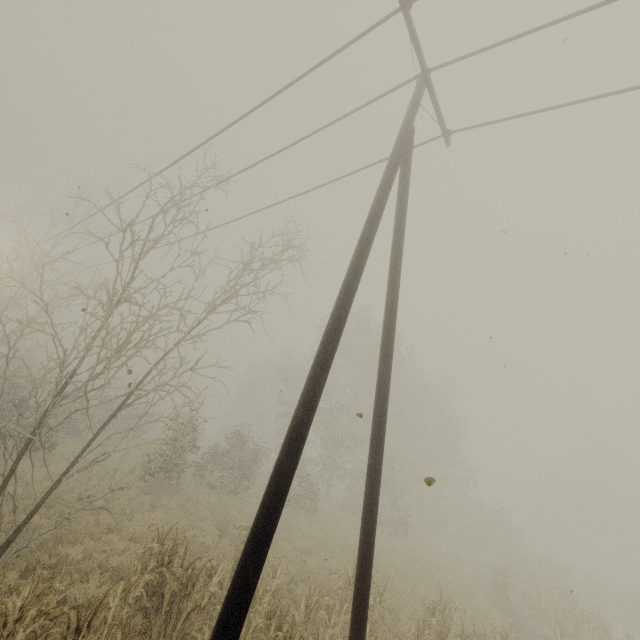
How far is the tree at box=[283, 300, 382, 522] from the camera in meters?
21.8 m

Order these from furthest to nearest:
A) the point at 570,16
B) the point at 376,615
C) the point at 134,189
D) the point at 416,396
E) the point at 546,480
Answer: the point at 546,480
the point at 416,396
the point at 134,189
the point at 376,615
the point at 570,16

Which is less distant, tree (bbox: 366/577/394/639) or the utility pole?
the utility pole

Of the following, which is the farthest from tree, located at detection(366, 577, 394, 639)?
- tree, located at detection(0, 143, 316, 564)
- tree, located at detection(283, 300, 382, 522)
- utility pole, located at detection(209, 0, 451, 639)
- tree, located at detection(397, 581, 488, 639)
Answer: tree, located at detection(283, 300, 382, 522)

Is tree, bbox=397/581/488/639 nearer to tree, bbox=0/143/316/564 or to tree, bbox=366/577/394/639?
tree, bbox=366/577/394/639

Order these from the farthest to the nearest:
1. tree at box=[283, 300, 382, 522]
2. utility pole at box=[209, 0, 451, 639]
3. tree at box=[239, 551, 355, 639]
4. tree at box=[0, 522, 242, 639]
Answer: tree at box=[283, 300, 382, 522]
tree at box=[239, 551, 355, 639]
tree at box=[0, 522, 242, 639]
utility pole at box=[209, 0, 451, 639]

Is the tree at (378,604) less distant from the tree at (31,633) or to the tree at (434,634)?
the tree at (31,633)

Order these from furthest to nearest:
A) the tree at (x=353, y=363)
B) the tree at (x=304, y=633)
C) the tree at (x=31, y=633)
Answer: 1. the tree at (x=353, y=363)
2. the tree at (x=304, y=633)
3. the tree at (x=31, y=633)
